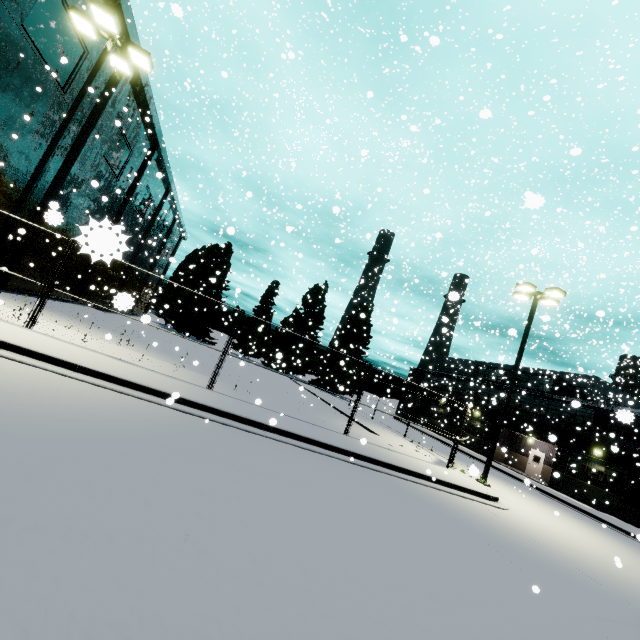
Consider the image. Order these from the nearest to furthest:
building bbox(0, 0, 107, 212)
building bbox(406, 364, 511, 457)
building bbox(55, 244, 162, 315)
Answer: building bbox(55, 244, 162, 315), building bbox(0, 0, 107, 212), building bbox(406, 364, 511, 457)

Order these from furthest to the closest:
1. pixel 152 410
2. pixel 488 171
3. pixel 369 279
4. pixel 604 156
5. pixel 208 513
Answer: pixel 488 171
pixel 369 279
pixel 604 156
pixel 152 410
pixel 208 513

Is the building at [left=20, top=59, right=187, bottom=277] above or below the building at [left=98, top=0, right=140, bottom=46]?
below

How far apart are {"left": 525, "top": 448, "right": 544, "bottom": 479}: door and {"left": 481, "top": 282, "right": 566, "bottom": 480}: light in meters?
20.8

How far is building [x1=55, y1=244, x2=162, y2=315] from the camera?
2.9 meters

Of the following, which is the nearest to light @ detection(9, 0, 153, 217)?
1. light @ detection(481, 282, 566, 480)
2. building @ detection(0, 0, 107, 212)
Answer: building @ detection(0, 0, 107, 212)

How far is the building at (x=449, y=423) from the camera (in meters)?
38.72

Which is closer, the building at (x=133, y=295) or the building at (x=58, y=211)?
the building at (x=133, y=295)
